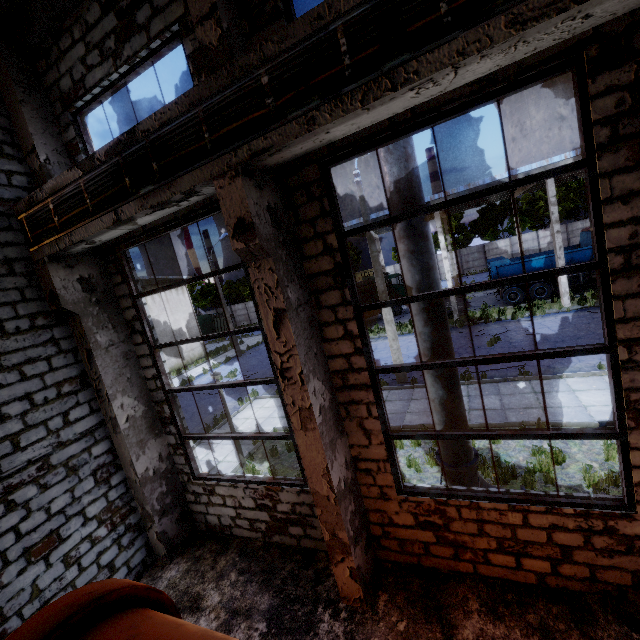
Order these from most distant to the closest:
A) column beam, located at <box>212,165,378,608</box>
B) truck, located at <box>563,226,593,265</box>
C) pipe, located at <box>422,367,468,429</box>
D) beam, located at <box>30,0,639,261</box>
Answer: truck, located at <box>563,226,593,265</box>
pipe, located at <box>422,367,468,429</box>
column beam, located at <box>212,165,378,608</box>
beam, located at <box>30,0,639,261</box>

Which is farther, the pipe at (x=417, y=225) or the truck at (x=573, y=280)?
the truck at (x=573, y=280)

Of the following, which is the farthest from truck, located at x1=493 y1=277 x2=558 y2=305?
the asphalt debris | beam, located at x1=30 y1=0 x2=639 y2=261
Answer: beam, located at x1=30 y1=0 x2=639 y2=261

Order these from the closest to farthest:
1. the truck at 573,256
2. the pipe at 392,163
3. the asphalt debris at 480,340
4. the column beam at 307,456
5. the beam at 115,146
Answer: the beam at 115,146 < the column beam at 307,456 < the pipe at 392,163 < the asphalt debris at 480,340 < the truck at 573,256

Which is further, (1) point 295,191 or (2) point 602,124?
(1) point 295,191

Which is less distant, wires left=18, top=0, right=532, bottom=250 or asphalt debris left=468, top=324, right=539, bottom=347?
wires left=18, top=0, right=532, bottom=250

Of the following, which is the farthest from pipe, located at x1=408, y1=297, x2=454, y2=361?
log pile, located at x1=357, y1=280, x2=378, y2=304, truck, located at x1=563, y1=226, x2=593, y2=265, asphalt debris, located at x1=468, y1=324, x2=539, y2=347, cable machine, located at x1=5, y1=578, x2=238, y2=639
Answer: log pile, located at x1=357, y1=280, x2=378, y2=304

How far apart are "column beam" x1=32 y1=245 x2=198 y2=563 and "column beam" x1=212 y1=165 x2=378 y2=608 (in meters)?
3.80
